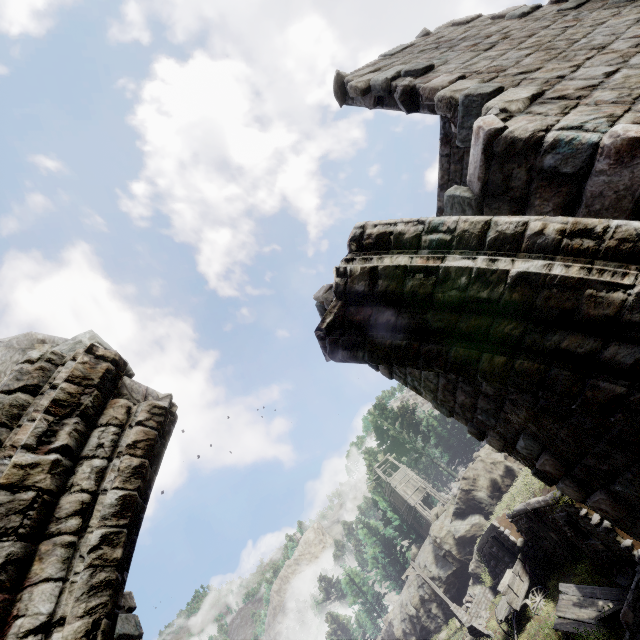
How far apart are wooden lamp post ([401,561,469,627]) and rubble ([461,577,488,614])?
2.3 meters

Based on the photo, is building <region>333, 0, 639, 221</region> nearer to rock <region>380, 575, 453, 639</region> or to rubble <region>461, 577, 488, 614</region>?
rock <region>380, 575, 453, 639</region>

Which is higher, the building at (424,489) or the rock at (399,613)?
the building at (424,489)

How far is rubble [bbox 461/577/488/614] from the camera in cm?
2411

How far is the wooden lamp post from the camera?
22.6 meters

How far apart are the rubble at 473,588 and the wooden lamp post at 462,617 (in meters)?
2.32

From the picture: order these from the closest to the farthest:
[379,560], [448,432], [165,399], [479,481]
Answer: [165,399] → [479,481] → [448,432] → [379,560]

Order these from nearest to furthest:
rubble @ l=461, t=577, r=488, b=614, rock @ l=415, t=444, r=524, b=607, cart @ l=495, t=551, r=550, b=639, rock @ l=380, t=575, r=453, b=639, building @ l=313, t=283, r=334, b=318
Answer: building @ l=313, t=283, r=334, b=318 < cart @ l=495, t=551, r=550, b=639 < rubble @ l=461, t=577, r=488, b=614 < rock @ l=415, t=444, r=524, b=607 < rock @ l=380, t=575, r=453, b=639
